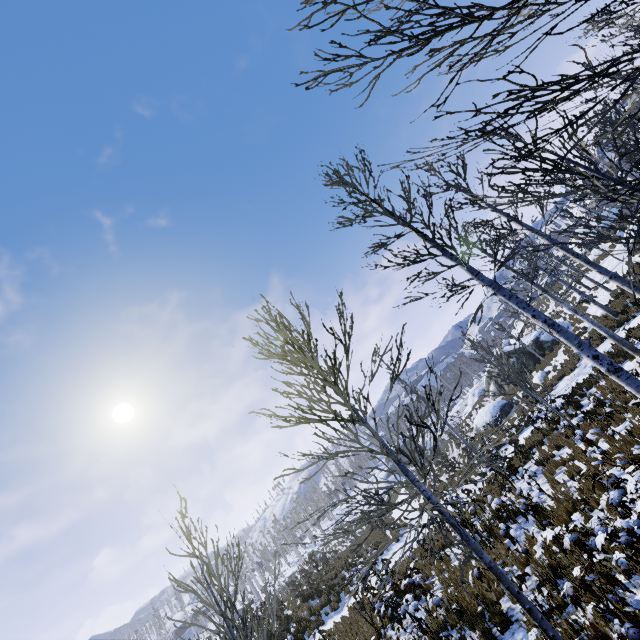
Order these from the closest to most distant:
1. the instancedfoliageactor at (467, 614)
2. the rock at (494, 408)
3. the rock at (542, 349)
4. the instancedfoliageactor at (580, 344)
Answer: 1. the instancedfoliageactor at (580, 344)
2. the instancedfoliageactor at (467, 614)
3. the rock at (494, 408)
4. the rock at (542, 349)

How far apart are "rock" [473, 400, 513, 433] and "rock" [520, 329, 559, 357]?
4.0m

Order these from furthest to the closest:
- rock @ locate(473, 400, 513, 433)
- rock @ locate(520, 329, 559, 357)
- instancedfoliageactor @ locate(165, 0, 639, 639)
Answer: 1. rock @ locate(520, 329, 559, 357)
2. rock @ locate(473, 400, 513, 433)
3. instancedfoliageactor @ locate(165, 0, 639, 639)

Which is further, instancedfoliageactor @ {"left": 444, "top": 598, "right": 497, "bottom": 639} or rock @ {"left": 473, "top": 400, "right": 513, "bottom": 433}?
rock @ {"left": 473, "top": 400, "right": 513, "bottom": 433}

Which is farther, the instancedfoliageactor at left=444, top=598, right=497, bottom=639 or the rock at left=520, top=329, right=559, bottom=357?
the rock at left=520, top=329, right=559, bottom=357

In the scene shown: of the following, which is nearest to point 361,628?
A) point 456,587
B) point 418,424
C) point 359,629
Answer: point 359,629

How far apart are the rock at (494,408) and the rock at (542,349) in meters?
4.0 m

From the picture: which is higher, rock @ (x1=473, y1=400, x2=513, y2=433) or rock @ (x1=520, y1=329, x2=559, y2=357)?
rock @ (x1=520, y1=329, x2=559, y2=357)
